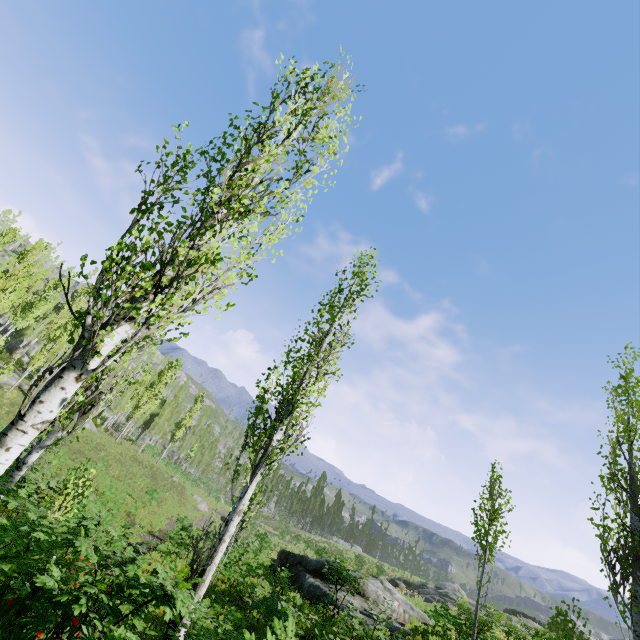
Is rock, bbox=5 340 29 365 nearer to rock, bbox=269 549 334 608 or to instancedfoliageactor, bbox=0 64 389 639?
instancedfoliageactor, bbox=0 64 389 639

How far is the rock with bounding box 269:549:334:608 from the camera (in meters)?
13.36

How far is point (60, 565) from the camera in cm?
688

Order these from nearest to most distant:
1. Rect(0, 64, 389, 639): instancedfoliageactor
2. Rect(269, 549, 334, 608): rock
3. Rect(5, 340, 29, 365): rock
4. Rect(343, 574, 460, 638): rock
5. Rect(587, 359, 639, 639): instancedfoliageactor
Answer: Rect(0, 64, 389, 639): instancedfoliageactor, Rect(587, 359, 639, 639): instancedfoliageactor, Rect(343, 574, 460, 638): rock, Rect(269, 549, 334, 608): rock, Rect(5, 340, 29, 365): rock

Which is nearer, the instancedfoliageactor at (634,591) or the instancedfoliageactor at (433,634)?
the instancedfoliageactor at (634,591)

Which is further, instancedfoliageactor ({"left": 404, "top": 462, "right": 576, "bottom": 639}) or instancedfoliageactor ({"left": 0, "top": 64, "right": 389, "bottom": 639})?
instancedfoliageactor ({"left": 404, "top": 462, "right": 576, "bottom": 639})

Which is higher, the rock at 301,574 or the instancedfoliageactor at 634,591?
the instancedfoliageactor at 634,591

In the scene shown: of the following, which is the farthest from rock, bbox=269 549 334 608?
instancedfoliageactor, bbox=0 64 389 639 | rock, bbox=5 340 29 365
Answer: rock, bbox=5 340 29 365
